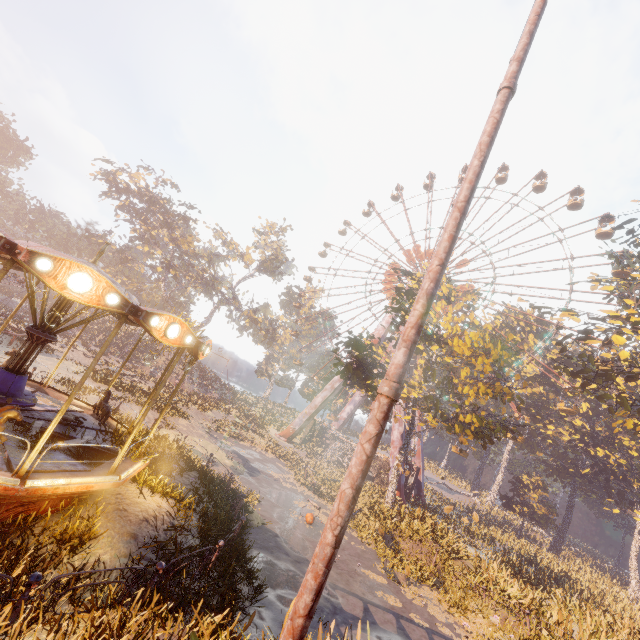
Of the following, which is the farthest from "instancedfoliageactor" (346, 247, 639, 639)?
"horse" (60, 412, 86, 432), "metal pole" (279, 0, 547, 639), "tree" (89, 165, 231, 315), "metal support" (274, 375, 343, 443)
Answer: "tree" (89, 165, 231, 315)

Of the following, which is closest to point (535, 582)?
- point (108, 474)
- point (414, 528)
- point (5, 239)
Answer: point (414, 528)

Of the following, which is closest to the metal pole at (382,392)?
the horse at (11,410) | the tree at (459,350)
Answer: the horse at (11,410)

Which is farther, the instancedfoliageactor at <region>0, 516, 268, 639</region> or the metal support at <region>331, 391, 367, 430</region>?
the metal support at <region>331, 391, 367, 430</region>

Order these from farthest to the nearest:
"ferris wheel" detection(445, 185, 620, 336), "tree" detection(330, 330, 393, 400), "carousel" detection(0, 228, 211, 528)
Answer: "ferris wheel" detection(445, 185, 620, 336) → "tree" detection(330, 330, 393, 400) → "carousel" detection(0, 228, 211, 528)

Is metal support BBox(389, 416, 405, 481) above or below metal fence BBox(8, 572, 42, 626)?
above

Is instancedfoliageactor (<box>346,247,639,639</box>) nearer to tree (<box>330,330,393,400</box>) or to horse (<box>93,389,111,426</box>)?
horse (<box>93,389,111,426</box>)

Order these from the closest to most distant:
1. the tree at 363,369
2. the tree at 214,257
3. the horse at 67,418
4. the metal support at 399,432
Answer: the horse at 67,418 → the tree at 363,369 → the metal support at 399,432 → the tree at 214,257
